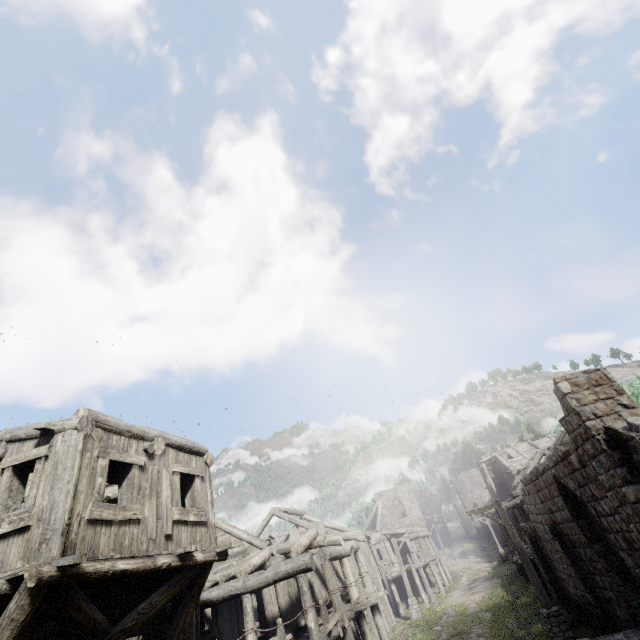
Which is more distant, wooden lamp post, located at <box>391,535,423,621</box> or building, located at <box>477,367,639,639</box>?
wooden lamp post, located at <box>391,535,423,621</box>

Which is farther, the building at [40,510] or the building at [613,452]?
the building at [613,452]

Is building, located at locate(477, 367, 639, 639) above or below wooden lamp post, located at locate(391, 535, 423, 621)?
above

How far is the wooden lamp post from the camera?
22.0m

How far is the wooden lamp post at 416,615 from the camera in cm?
2203

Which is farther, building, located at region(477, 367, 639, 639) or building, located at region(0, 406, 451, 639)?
building, located at region(477, 367, 639, 639)

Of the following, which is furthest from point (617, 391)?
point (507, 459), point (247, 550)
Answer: point (507, 459)
